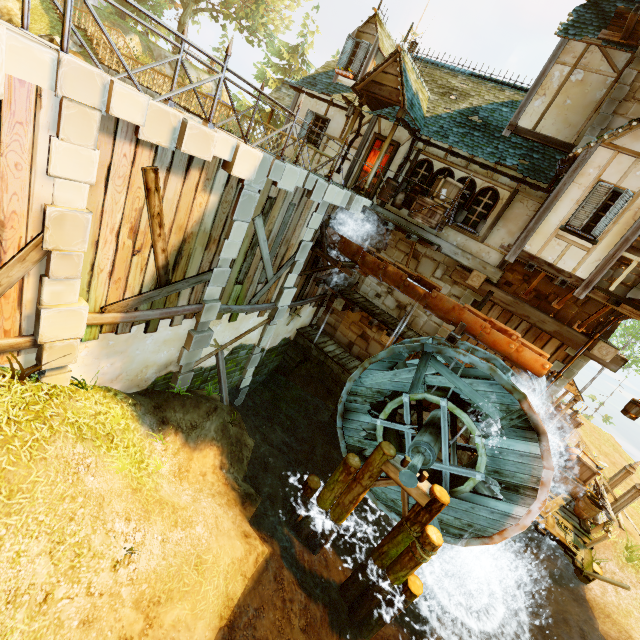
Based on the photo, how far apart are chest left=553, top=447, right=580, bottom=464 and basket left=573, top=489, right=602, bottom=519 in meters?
1.1 m

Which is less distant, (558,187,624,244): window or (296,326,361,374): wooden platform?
(558,187,624,244): window

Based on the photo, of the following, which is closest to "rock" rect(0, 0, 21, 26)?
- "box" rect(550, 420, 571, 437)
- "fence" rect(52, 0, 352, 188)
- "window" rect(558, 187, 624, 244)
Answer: "fence" rect(52, 0, 352, 188)

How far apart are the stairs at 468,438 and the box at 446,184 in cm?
696

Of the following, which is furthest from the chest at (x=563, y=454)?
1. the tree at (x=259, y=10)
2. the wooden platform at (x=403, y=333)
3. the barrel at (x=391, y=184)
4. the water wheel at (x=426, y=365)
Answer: the tree at (x=259, y=10)

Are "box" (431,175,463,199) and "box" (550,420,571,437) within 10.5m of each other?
no

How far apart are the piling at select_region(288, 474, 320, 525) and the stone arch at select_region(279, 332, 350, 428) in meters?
3.4

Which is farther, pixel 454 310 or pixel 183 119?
pixel 454 310
